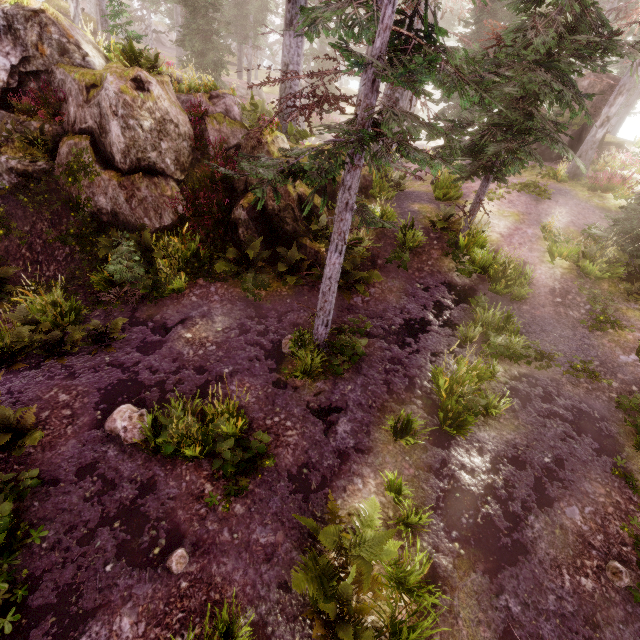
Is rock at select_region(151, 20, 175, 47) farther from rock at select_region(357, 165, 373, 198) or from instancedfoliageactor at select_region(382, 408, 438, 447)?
rock at select_region(357, 165, 373, 198)

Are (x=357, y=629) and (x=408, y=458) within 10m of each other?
yes

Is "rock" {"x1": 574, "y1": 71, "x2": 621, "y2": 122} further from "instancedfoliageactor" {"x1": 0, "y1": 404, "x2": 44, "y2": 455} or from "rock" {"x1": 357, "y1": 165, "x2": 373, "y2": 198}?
"rock" {"x1": 357, "y1": 165, "x2": 373, "y2": 198}

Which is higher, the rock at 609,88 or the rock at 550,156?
the rock at 609,88

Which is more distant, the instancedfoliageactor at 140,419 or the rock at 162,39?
the rock at 162,39

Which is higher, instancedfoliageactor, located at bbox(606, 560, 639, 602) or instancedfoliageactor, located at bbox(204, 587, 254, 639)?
instancedfoliageactor, located at bbox(606, 560, 639, 602)
